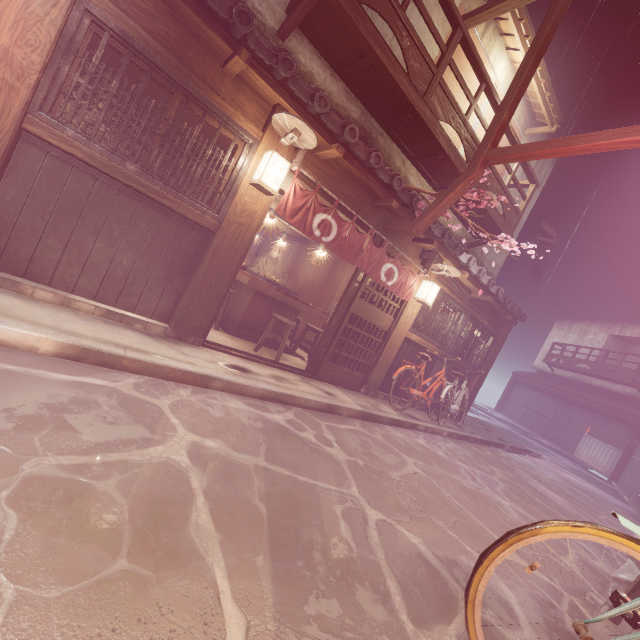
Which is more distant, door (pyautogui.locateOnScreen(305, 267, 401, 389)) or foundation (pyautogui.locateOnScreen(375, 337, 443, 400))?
foundation (pyautogui.locateOnScreen(375, 337, 443, 400))

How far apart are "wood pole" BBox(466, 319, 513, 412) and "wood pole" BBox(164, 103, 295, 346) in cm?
1411

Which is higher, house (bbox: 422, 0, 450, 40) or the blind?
house (bbox: 422, 0, 450, 40)

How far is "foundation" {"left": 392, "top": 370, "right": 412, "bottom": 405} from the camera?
13.5 meters

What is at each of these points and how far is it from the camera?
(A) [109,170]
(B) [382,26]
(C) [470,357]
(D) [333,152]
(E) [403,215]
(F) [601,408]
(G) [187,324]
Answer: (A) wood bar, 6.0m
(B) house, 10.0m
(C) window grill, 15.8m
(D) stick, 7.8m
(E) wood bar, 10.1m
(F) wood bar, 31.2m
(G) wood pole, 7.6m

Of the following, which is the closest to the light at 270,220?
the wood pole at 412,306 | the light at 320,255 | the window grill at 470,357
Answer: the light at 320,255

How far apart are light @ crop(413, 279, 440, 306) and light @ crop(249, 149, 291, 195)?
6.60m

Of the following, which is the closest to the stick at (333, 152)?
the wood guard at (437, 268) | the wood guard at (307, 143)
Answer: the wood guard at (307, 143)
